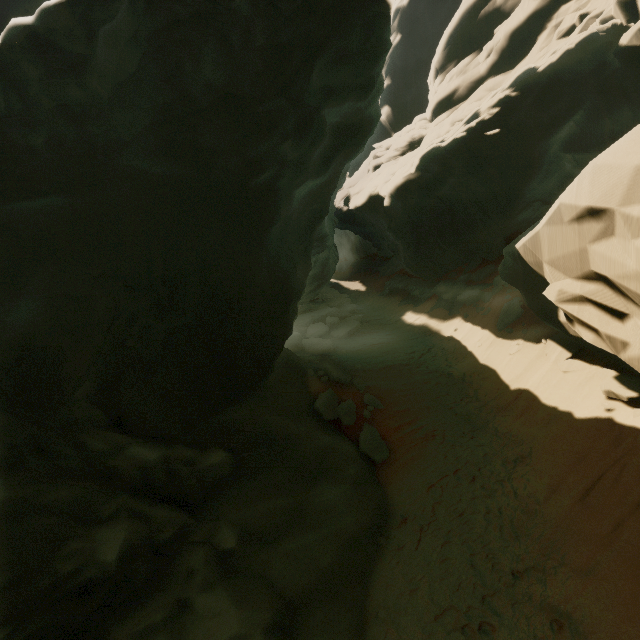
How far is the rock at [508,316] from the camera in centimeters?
1664cm

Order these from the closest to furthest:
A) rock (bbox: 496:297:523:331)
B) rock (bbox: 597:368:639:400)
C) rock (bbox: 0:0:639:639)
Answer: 1. rock (bbox: 0:0:639:639)
2. rock (bbox: 597:368:639:400)
3. rock (bbox: 496:297:523:331)

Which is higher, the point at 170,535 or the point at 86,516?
the point at 86,516

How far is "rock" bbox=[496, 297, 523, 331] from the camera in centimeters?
1664cm

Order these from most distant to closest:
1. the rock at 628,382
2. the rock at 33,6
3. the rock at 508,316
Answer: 1. the rock at 508,316
2. the rock at 628,382
3. the rock at 33,6

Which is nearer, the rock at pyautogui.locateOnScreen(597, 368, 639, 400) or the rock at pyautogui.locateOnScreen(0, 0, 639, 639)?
the rock at pyautogui.locateOnScreen(0, 0, 639, 639)
